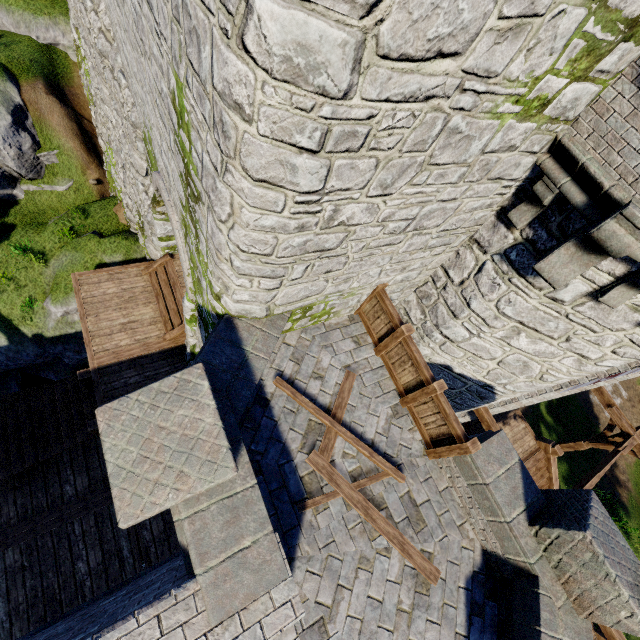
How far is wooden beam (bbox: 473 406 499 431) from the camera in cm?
980

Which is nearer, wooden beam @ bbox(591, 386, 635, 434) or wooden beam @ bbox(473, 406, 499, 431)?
wooden beam @ bbox(473, 406, 499, 431)

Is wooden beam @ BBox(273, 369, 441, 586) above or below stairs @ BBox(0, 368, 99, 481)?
above

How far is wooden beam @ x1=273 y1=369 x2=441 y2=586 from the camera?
5.44m

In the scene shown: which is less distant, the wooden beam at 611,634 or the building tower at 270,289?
the building tower at 270,289

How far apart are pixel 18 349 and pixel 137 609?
11.5 meters

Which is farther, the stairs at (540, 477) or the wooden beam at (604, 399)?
the stairs at (540, 477)

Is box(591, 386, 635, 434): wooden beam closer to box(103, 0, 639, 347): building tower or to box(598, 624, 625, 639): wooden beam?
box(103, 0, 639, 347): building tower
